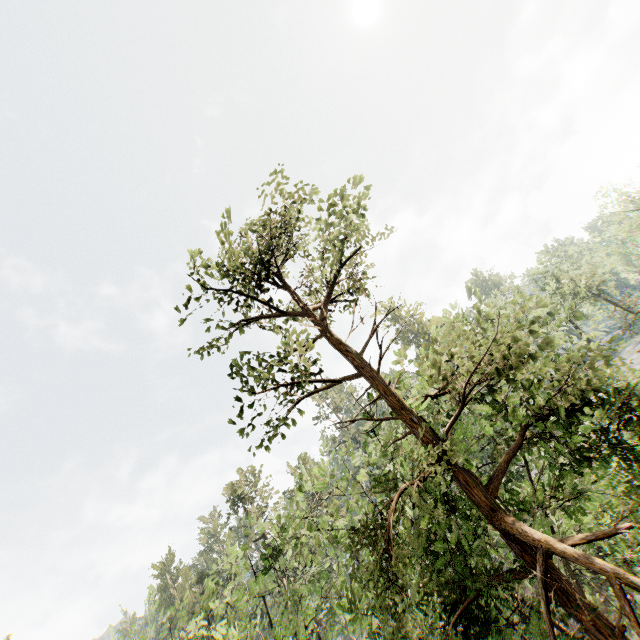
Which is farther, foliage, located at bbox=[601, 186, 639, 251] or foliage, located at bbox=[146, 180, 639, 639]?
foliage, located at bbox=[601, 186, 639, 251]

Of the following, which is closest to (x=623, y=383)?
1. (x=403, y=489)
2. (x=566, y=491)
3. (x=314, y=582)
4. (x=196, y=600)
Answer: (x=566, y=491)

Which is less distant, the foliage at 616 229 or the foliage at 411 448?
the foliage at 411 448
